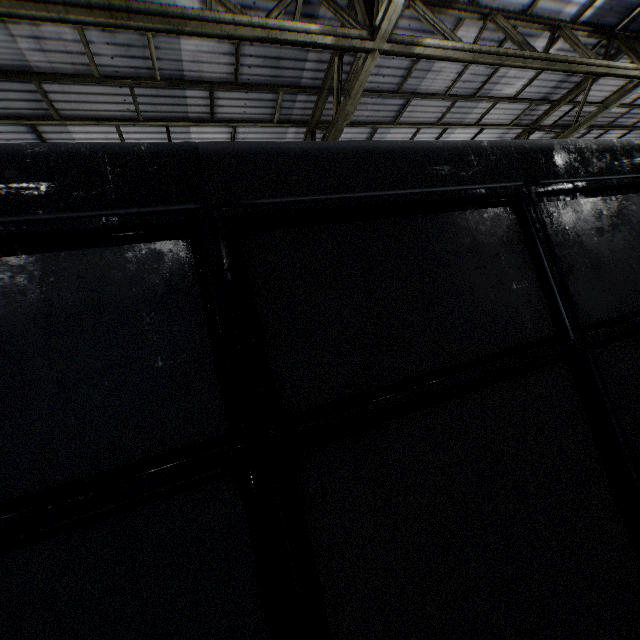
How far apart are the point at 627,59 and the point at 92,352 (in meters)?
13.63
